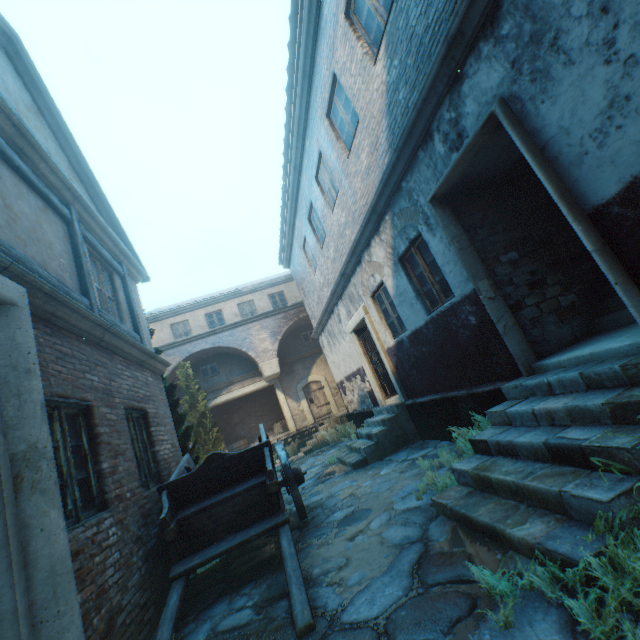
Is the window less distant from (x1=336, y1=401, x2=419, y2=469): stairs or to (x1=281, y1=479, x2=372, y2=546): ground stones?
(x1=281, y1=479, x2=372, y2=546): ground stones

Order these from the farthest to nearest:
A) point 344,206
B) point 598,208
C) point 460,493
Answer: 1. point 344,206
2. point 460,493
3. point 598,208

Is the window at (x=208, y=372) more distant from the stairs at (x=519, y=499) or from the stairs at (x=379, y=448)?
the stairs at (x=519, y=499)

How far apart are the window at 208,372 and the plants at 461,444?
15.2m

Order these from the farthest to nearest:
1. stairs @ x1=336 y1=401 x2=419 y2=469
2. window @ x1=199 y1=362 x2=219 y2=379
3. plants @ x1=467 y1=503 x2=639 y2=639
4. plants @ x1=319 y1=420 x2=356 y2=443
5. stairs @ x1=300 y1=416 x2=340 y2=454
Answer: window @ x1=199 y1=362 x2=219 y2=379, stairs @ x1=300 y1=416 x2=340 y2=454, plants @ x1=319 y1=420 x2=356 y2=443, stairs @ x1=336 y1=401 x2=419 y2=469, plants @ x1=467 y1=503 x2=639 y2=639

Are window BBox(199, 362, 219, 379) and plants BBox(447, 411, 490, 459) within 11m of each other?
no

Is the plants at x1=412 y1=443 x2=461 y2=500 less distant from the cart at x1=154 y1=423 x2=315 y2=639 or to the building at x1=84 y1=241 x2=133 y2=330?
the building at x1=84 y1=241 x2=133 y2=330

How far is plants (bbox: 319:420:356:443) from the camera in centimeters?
993cm
